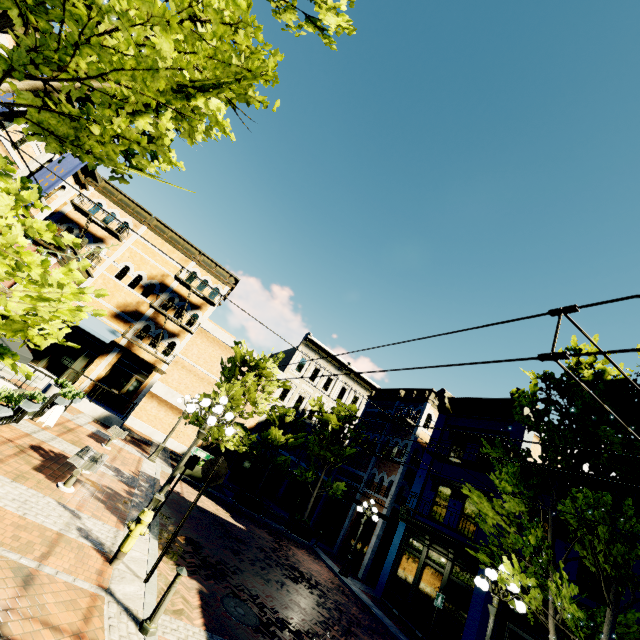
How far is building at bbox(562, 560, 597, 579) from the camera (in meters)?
10.70

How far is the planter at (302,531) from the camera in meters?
18.3

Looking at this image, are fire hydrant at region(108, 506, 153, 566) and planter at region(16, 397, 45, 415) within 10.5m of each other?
yes

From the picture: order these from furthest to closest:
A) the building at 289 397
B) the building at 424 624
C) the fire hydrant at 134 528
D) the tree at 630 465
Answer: the building at 289 397 → the building at 424 624 → the tree at 630 465 → the fire hydrant at 134 528

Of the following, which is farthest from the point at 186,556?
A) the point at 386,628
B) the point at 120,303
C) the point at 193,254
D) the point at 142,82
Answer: the point at 193,254

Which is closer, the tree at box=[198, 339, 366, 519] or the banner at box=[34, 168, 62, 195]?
the banner at box=[34, 168, 62, 195]

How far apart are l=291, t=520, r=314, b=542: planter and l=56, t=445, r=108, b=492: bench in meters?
12.4

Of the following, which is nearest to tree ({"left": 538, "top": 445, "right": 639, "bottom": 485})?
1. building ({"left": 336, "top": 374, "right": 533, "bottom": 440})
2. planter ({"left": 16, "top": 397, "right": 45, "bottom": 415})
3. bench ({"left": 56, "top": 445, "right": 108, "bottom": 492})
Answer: building ({"left": 336, "top": 374, "right": 533, "bottom": 440})
